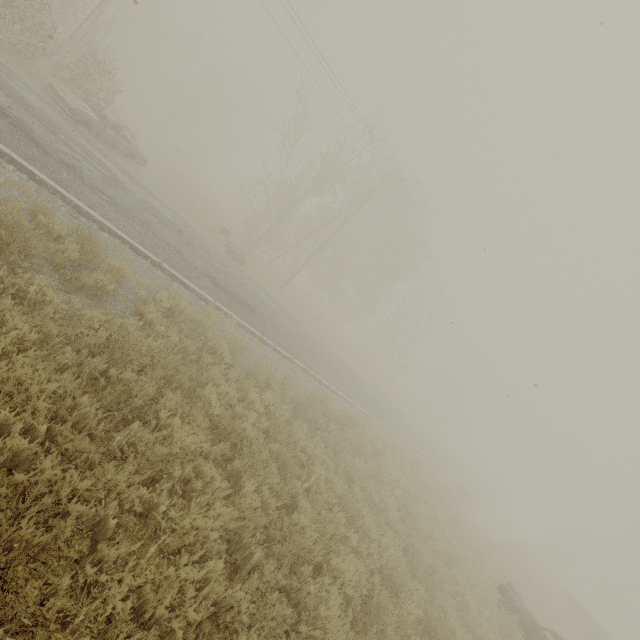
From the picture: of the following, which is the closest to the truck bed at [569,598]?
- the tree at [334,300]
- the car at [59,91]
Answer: the tree at [334,300]

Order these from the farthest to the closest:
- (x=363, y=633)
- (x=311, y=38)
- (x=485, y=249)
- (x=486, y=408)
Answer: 1. (x=486, y=408)
2. (x=311, y=38)
3. (x=485, y=249)
4. (x=363, y=633)

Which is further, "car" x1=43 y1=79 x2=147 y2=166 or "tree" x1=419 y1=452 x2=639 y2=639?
"tree" x1=419 y1=452 x2=639 y2=639

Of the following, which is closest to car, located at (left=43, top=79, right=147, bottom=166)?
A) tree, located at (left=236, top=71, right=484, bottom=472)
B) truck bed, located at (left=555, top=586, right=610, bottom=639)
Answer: tree, located at (left=236, top=71, right=484, bottom=472)

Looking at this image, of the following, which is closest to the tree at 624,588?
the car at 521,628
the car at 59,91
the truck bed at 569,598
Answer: the truck bed at 569,598

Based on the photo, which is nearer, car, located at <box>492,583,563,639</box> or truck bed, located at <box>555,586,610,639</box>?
car, located at <box>492,583,563,639</box>

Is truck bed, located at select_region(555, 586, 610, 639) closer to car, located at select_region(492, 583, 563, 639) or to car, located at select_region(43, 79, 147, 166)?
car, located at select_region(492, 583, 563, 639)

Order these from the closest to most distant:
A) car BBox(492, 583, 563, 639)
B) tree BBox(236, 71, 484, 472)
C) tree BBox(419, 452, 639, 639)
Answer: car BBox(492, 583, 563, 639), tree BBox(419, 452, 639, 639), tree BBox(236, 71, 484, 472)
